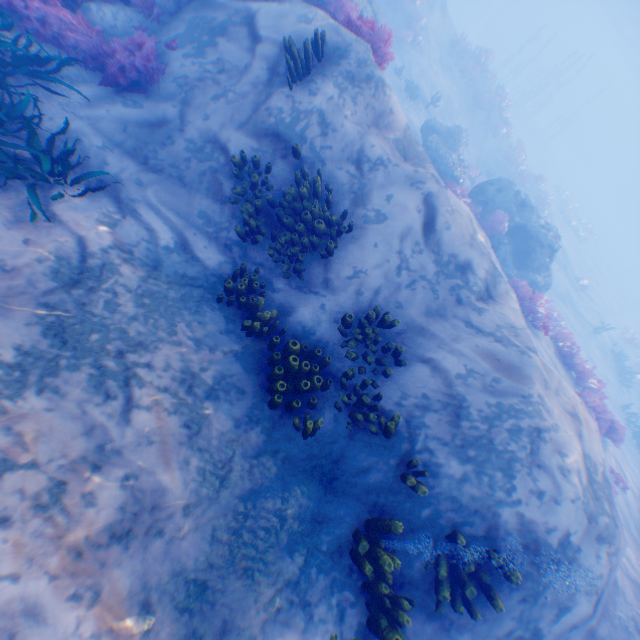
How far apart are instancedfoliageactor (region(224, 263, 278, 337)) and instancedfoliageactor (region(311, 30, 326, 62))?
4.3 meters

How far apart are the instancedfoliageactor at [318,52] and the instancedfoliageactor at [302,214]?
1.6 meters

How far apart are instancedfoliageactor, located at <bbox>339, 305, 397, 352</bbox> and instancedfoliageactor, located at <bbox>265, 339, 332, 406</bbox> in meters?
0.2

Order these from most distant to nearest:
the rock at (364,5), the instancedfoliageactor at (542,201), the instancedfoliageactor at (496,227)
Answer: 1. the instancedfoliageactor at (542,201)
2. the instancedfoliageactor at (496,227)
3. the rock at (364,5)

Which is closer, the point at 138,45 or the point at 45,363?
the point at 45,363

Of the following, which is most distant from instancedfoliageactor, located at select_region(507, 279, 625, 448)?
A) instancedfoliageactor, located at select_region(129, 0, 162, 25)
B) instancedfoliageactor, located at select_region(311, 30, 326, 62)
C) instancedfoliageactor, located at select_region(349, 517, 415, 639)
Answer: instancedfoliageactor, located at select_region(349, 517, 415, 639)

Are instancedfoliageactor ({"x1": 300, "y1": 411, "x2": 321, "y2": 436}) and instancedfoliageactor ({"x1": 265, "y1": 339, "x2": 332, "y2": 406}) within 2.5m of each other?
yes

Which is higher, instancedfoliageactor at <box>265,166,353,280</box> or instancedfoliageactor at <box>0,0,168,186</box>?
instancedfoliageactor at <box>265,166,353,280</box>
